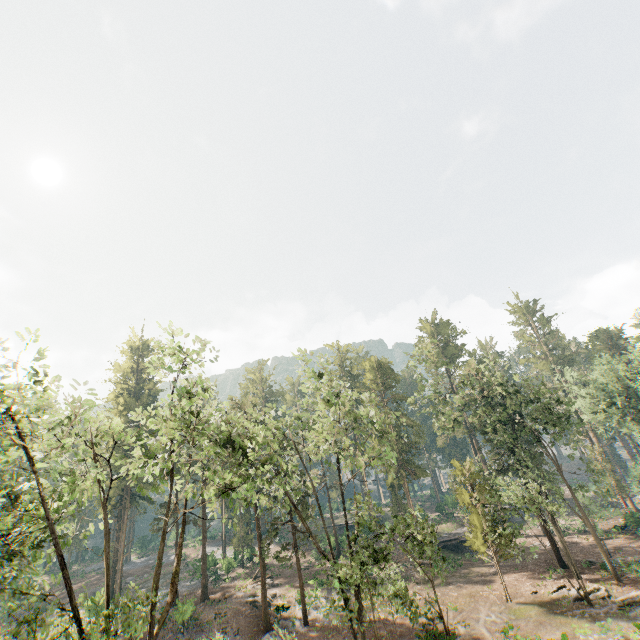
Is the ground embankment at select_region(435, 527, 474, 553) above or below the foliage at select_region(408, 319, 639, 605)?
below

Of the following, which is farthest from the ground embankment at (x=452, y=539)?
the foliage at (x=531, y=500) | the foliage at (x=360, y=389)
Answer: the foliage at (x=360, y=389)

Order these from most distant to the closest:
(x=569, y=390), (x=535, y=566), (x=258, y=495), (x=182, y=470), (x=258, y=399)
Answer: (x=569, y=390), (x=258, y=399), (x=535, y=566), (x=258, y=495), (x=182, y=470)

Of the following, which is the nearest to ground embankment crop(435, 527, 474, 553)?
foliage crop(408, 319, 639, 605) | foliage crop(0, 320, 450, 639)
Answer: foliage crop(408, 319, 639, 605)

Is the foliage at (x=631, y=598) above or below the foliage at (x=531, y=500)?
below

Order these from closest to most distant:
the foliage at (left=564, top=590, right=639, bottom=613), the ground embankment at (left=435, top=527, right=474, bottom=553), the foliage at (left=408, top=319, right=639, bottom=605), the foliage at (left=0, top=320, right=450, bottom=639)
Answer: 1. the foliage at (left=0, top=320, right=450, bottom=639)
2. the foliage at (left=564, top=590, right=639, bottom=613)
3. the foliage at (left=408, top=319, right=639, bottom=605)
4. the ground embankment at (left=435, top=527, right=474, bottom=553)

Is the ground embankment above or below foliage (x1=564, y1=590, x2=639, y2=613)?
above

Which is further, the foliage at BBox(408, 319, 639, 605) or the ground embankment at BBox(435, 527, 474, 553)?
the ground embankment at BBox(435, 527, 474, 553)
